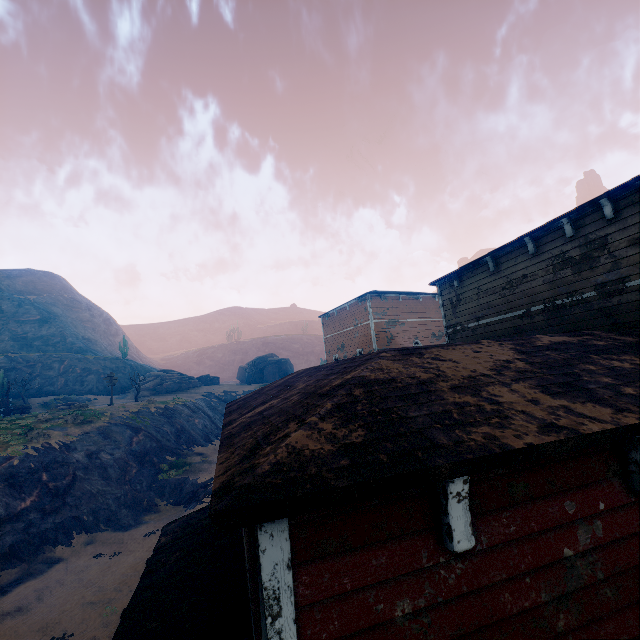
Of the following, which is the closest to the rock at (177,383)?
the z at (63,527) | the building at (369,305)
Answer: the z at (63,527)

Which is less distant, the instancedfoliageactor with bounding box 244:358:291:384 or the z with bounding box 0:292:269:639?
the z with bounding box 0:292:269:639

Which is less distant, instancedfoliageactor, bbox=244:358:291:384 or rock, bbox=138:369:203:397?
rock, bbox=138:369:203:397

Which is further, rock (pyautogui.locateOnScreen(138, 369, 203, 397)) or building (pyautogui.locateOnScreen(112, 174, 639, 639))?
rock (pyautogui.locateOnScreen(138, 369, 203, 397))

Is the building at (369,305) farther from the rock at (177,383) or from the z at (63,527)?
the rock at (177,383)

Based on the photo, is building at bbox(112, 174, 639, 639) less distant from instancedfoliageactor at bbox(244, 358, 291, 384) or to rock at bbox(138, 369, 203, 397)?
rock at bbox(138, 369, 203, 397)

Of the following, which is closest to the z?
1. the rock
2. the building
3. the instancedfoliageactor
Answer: the building

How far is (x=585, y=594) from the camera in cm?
230
